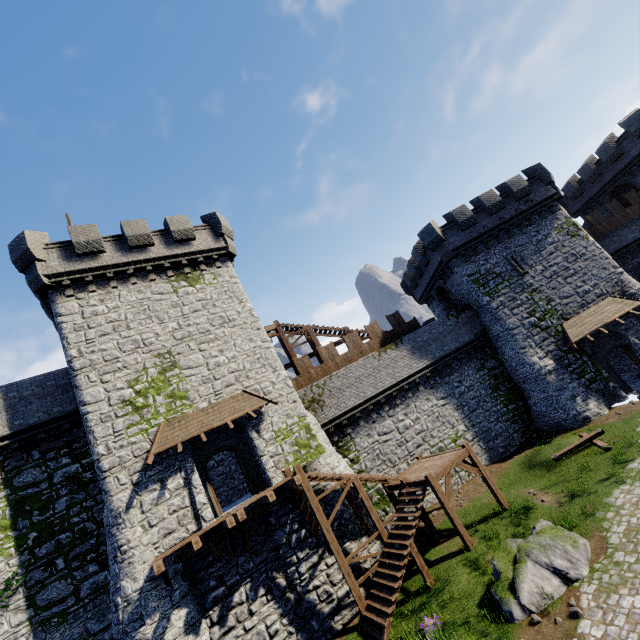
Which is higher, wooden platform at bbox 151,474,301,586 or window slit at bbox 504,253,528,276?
window slit at bbox 504,253,528,276

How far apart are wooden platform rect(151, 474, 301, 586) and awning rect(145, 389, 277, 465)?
3.1m

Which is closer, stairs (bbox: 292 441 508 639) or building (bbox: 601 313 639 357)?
stairs (bbox: 292 441 508 639)

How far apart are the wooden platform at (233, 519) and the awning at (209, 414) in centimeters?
→ 309cm

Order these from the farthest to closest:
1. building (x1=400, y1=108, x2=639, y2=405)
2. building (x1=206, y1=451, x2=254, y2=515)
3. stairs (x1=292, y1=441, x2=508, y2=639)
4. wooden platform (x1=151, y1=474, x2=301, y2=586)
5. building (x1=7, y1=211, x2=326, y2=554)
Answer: building (x1=400, y1=108, x2=639, y2=405), building (x1=206, y1=451, x2=254, y2=515), building (x1=7, y1=211, x2=326, y2=554), stairs (x1=292, y1=441, x2=508, y2=639), wooden platform (x1=151, y1=474, x2=301, y2=586)

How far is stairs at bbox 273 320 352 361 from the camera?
23.8 meters

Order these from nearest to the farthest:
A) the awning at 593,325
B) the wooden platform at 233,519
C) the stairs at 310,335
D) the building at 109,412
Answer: the wooden platform at 233,519
the building at 109,412
the awning at 593,325
the stairs at 310,335

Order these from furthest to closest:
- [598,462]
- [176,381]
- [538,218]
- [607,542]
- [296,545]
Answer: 1. [538,218]
2. [176,381]
3. [598,462]
4. [296,545]
5. [607,542]
